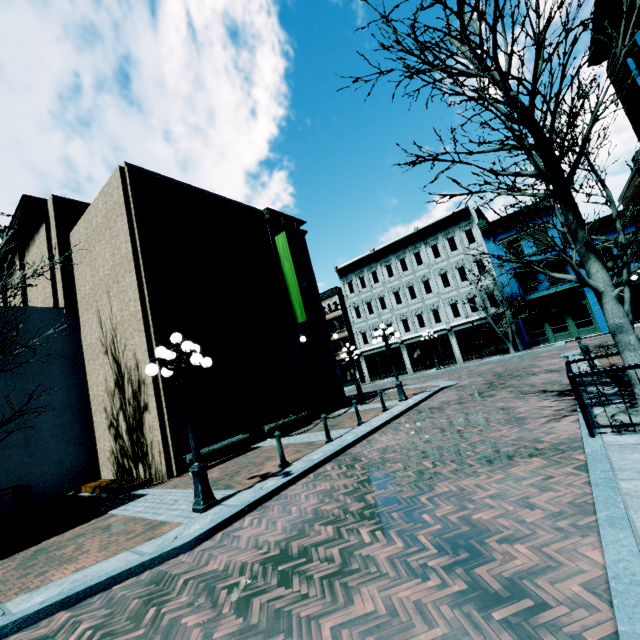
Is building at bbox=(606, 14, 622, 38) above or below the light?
above

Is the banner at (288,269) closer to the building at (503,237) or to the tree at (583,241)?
the tree at (583,241)

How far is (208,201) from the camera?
15.23m

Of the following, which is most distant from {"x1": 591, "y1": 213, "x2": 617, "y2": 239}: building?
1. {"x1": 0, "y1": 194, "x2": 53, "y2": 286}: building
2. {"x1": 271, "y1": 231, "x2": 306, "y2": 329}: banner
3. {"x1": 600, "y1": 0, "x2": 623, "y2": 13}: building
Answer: {"x1": 271, "y1": 231, "x2": 306, "y2": 329}: banner

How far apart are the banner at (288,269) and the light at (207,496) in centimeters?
923cm

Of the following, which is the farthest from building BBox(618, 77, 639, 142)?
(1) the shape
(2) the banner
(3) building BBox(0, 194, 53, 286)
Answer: (1) the shape

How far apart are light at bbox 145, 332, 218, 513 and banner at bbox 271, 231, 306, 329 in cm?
923

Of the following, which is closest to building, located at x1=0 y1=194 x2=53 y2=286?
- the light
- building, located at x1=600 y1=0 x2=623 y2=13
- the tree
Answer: building, located at x1=600 y1=0 x2=623 y2=13
